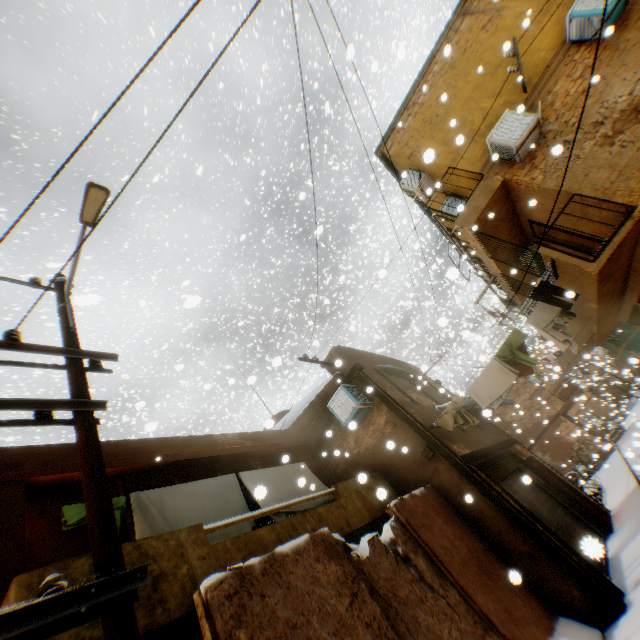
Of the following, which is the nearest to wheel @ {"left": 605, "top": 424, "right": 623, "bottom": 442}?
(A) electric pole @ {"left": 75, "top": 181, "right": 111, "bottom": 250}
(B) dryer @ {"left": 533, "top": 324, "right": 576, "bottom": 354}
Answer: (B) dryer @ {"left": 533, "top": 324, "right": 576, "bottom": 354}

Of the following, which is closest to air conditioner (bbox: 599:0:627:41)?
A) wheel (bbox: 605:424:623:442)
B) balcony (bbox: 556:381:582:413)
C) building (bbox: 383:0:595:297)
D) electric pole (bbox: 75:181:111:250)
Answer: building (bbox: 383:0:595:297)

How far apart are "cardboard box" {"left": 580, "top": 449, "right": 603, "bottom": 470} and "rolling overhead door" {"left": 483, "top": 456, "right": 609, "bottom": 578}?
0.1m

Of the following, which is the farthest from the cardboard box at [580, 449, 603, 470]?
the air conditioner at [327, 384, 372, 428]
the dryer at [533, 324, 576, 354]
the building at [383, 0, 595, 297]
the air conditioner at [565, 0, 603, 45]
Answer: the air conditioner at [565, 0, 603, 45]

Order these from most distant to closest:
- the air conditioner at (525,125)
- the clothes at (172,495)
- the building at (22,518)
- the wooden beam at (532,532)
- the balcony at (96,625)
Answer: the air conditioner at (525,125) → the wooden beam at (532,532) → the clothes at (172,495) → the building at (22,518) → the balcony at (96,625)

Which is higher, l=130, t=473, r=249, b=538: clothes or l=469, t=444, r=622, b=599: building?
l=130, t=473, r=249, b=538: clothes

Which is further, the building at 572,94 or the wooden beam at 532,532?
the building at 572,94

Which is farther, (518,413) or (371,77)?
(371,77)
